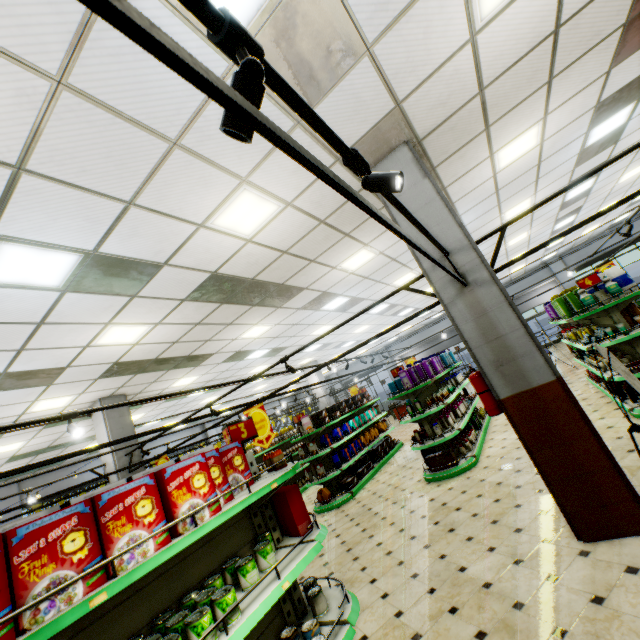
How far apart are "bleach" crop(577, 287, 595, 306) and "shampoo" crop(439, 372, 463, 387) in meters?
4.4 m

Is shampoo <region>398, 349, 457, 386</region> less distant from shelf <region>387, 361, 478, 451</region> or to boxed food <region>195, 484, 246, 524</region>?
shelf <region>387, 361, 478, 451</region>

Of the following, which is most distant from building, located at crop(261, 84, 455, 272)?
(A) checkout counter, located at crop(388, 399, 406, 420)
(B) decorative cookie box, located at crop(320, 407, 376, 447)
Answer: (B) decorative cookie box, located at crop(320, 407, 376, 447)

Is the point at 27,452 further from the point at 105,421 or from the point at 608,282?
the point at 608,282

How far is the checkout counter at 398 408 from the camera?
17.8m

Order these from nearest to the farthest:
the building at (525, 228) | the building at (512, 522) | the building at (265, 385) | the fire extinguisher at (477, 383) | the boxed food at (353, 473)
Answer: the building at (512, 522) → the fire extinguisher at (477, 383) → the boxed food at (353, 473) → the building at (525, 228) → the building at (265, 385)

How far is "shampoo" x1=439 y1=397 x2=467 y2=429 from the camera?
7.5m

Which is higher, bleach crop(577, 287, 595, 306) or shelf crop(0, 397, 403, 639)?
bleach crop(577, 287, 595, 306)
